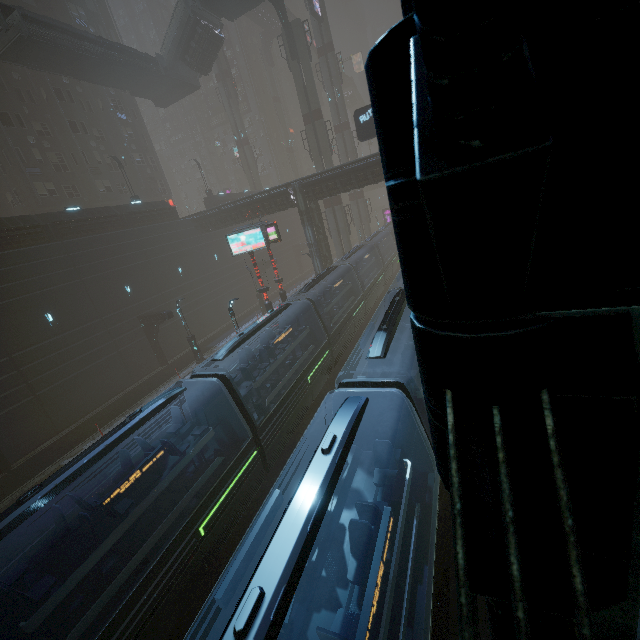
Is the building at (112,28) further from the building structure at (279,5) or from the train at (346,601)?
the building structure at (279,5)

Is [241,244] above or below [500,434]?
below

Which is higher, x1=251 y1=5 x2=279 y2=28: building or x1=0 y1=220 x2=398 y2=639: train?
x1=251 y1=5 x2=279 y2=28: building

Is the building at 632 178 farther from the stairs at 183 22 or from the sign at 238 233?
the stairs at 183 22

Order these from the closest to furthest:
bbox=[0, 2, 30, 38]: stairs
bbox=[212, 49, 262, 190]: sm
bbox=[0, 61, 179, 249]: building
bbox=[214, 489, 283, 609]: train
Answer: bbox=[214, 489, 283, 609]: train < bbox=[0, 2, 30, 38]: stairs < bbox=[0, 61, 179, 249]: building < bbox=[212, 49, 262, 190]: sm

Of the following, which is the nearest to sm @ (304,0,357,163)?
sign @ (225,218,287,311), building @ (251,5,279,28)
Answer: building @ (251,5,279,28)

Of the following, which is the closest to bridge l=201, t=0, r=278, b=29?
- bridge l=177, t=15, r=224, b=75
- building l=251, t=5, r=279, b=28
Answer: building l=251, t=5, r=279, b=28

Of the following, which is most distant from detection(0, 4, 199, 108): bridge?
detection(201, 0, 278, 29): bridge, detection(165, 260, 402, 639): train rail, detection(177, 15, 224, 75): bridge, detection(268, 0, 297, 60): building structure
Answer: detection(165, 260, 402, 639): train rail
